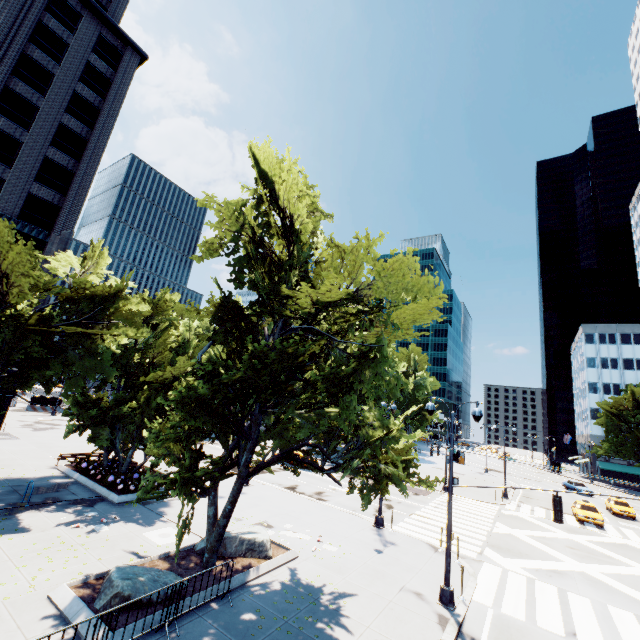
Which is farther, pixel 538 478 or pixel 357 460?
pixel 538 478

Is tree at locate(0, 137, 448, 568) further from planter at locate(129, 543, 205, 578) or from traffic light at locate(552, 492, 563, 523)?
traffic light at locate(552, 492, 563, 523)

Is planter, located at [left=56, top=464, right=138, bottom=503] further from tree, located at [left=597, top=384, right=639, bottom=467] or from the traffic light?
the traffic light

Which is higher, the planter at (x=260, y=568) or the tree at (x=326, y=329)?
the tree at (x=326, y=329)

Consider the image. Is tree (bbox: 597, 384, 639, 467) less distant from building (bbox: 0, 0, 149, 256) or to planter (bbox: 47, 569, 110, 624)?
planter (bbox: 47, 569, 110, 624)

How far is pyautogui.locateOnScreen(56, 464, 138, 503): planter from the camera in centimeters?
1684cm

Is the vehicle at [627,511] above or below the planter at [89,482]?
above

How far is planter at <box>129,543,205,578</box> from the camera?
11.0m
